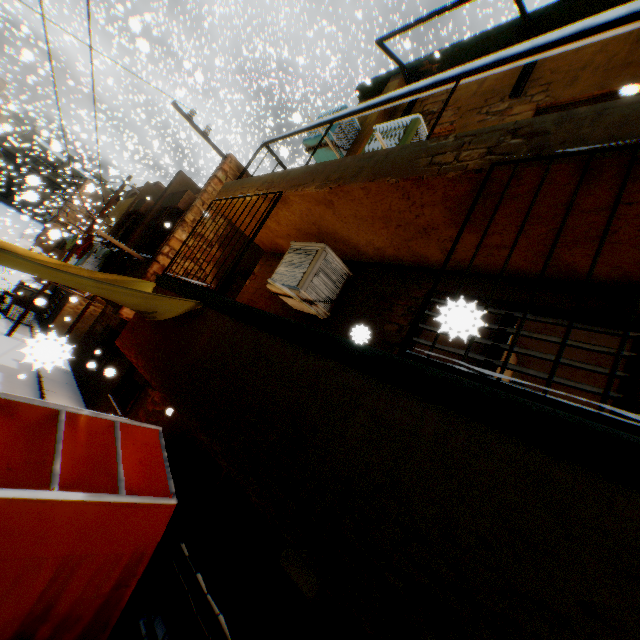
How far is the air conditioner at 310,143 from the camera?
→ 6.38m

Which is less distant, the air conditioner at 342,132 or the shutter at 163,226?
the air conditioner at 342,132

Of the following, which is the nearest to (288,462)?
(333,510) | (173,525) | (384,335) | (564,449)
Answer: (333,510)

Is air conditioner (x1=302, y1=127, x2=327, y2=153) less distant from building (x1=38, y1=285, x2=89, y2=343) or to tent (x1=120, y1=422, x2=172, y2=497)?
building (x1=38, y1=285, x2=89, y2=343)

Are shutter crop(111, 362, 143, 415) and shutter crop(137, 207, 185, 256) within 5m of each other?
yes

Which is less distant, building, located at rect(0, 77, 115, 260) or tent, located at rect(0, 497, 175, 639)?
tent, located at rect(0, 497, 175, 639)

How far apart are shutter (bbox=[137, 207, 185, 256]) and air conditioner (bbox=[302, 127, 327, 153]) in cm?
397

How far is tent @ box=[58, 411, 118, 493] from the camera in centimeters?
362cm
